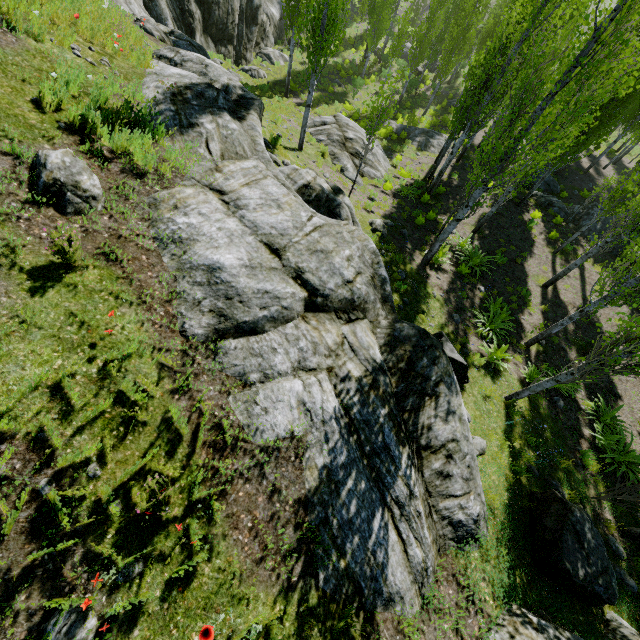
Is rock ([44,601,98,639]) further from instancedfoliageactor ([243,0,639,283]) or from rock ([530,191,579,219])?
rock ([530,191,579,219])

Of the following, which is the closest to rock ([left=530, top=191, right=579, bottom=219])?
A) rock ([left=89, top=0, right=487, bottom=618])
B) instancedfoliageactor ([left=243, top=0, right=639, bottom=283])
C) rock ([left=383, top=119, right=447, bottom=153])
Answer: instancedfoliageactor ([left=243, top=0, right=639, bottom=283])

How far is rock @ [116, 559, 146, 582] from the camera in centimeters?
308cm

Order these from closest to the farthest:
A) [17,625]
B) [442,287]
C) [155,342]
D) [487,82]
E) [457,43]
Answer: [17,625]
[155,342]
[442,287]
[487,82]
[457,43]

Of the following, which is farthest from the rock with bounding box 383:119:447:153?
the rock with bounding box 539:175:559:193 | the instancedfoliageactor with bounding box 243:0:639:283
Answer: the rock with bounding box 539:175:559:193

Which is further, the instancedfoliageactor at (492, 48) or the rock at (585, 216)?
the rock at (585, 216)

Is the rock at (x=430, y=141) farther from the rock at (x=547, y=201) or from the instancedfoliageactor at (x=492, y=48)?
the rock at (x=547, y=201)

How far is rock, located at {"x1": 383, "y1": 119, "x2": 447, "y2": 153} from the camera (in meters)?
22.88
